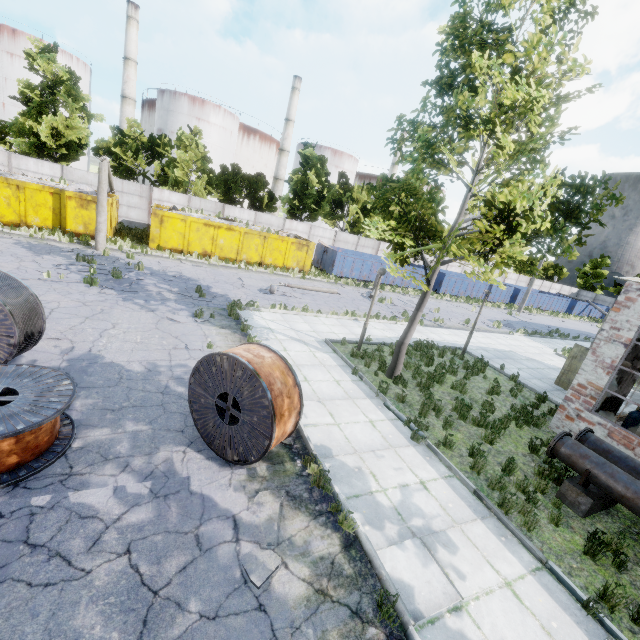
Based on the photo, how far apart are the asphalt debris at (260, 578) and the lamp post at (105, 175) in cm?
1792

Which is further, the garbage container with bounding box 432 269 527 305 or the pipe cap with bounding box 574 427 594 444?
the garbage container with bounding box 432 269 527 305

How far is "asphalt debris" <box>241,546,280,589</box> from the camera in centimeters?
414cm

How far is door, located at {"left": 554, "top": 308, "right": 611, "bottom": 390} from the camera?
13.6m

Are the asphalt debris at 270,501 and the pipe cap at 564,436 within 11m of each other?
yes

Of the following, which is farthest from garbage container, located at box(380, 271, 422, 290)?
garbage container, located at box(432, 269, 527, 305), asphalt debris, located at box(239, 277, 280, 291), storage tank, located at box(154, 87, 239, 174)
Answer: storage tank, located at box(154, 87, 239, 174)

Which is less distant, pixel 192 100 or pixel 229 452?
pixel 229 452

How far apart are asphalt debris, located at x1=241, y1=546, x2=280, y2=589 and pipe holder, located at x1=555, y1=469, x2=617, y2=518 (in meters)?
6.25
